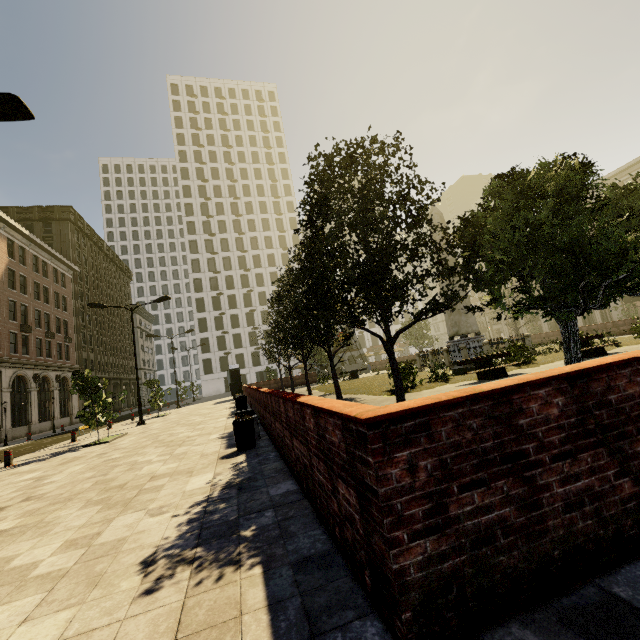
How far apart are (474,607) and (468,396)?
1.13m

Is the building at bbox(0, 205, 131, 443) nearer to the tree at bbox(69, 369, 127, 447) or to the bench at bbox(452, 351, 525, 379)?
the tree at bbox(69, 369, 127, 447)

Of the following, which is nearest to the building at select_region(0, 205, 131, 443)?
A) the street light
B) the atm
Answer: the street light

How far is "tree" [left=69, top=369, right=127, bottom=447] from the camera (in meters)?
13.43

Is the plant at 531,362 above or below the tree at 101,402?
below

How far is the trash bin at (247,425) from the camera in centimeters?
733cm

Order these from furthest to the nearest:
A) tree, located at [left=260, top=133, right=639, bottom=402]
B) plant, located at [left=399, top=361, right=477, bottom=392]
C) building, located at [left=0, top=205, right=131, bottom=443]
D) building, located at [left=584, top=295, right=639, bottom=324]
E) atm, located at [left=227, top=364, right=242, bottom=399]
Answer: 1. building, located at [left=584, top=295, right=639, bottom=324]
2. atm, located at [left=227, top=364, right=242, bottom=399]
3. building, located at [left=0, top=205, right=131, bottom=443]
4. plant, located at [left=399, top=361, right=477, bottom=392]
5. tree, located at [left=260, top=133, right=639, bottom=402]

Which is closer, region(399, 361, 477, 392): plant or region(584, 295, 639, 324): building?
region(399, 361, 477, 392): plant
